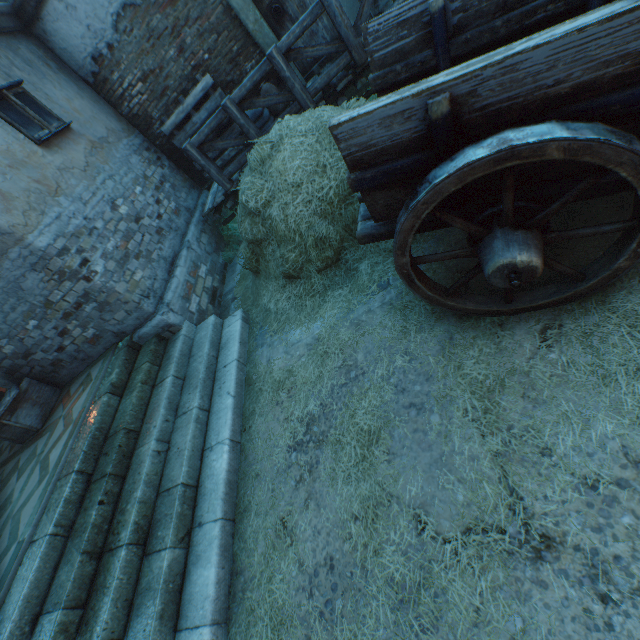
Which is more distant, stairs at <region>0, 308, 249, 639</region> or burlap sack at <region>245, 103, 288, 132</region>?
burlap sack at <region>245, 103, 288, 132</region>

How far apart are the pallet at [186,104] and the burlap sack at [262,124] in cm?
2

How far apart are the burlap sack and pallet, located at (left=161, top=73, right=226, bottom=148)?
0.0 meters

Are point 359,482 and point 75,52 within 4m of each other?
no

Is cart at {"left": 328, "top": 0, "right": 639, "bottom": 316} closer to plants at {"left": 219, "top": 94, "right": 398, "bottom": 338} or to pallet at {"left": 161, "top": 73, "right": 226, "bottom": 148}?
plants at {"left": 219, "top": 94, "right": 398, "bottom": 338}

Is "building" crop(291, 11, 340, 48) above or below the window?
below
